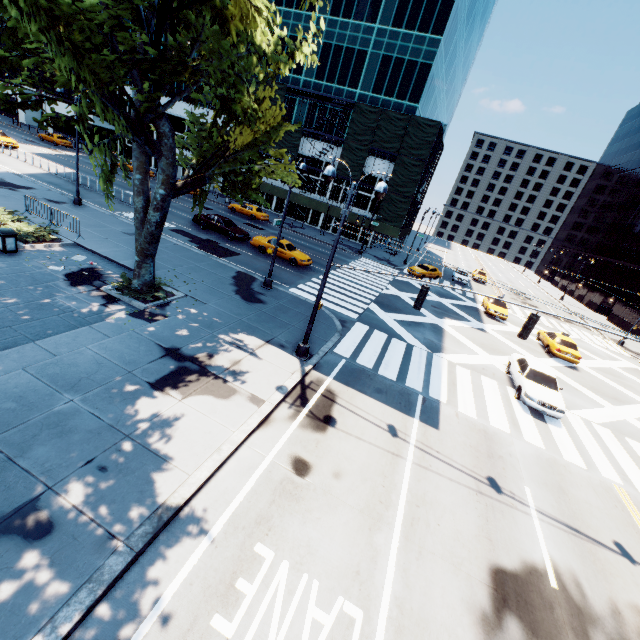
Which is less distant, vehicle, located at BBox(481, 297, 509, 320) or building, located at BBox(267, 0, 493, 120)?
vehicle, located at BBox(481, 297, 509, 320)

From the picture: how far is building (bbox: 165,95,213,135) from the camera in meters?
48.2

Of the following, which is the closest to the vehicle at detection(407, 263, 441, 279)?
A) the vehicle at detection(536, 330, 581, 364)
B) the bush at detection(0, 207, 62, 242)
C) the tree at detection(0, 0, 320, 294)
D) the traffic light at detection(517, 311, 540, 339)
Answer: the vehicle at detection(536, 330, 581, 364)

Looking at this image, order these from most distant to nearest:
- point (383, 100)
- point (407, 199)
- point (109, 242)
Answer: point (383, 100)
point (407, 199)
point (109, 242)

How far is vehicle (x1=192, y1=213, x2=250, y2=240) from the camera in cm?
2708

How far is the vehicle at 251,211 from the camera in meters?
38.8

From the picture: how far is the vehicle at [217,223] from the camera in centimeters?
2708cm

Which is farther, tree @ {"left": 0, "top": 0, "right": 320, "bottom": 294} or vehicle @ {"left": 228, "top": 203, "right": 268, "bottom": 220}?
vehicle @ {"left": 228, "top": 203, "right": 268, "bottom": 220}
